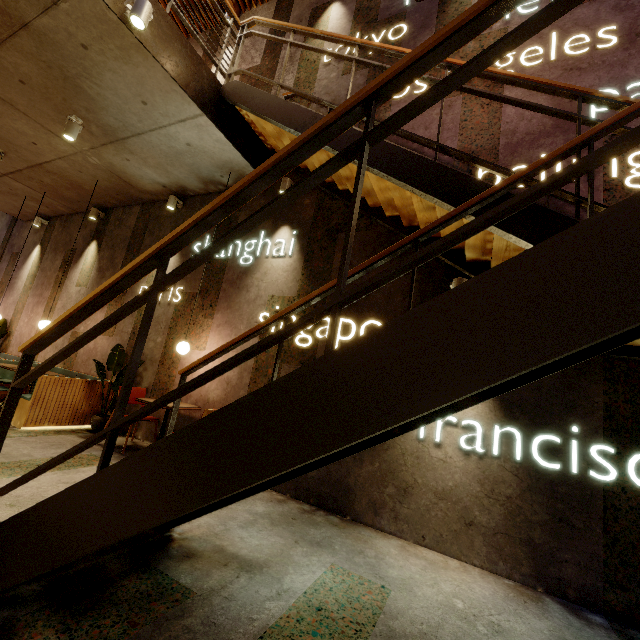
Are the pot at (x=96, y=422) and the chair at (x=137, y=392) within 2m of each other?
yes

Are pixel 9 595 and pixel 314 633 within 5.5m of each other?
yes

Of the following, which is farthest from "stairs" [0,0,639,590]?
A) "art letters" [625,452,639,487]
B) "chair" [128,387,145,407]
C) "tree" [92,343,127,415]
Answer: "tree" [92,343,127,415]

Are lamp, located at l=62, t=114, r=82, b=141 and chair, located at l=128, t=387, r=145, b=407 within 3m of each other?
no

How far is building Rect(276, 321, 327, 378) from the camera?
4.3 meters

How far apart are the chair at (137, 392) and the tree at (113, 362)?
0.35m
